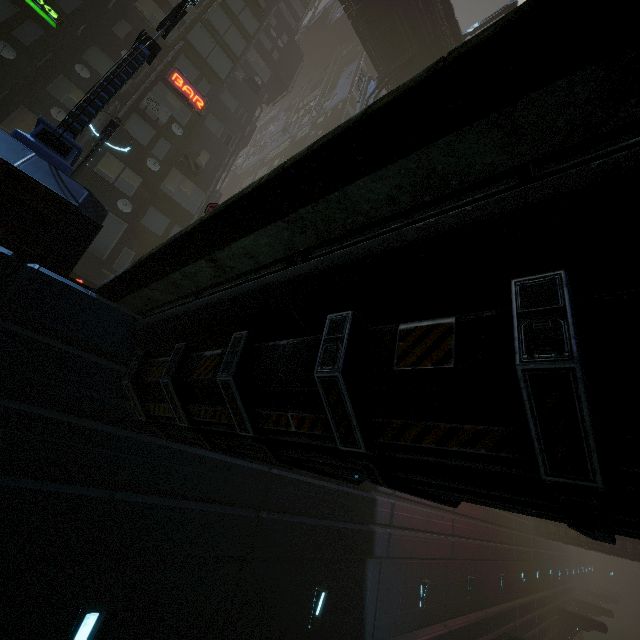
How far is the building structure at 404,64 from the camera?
22.89m

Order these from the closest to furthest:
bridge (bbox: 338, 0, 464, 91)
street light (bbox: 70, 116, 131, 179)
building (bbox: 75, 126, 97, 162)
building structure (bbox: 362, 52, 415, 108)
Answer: street light (bbox: 70, 116, 131, 179)
building (bbox: 75, 126, 97, 162)
bridge (bbox: 338, 0, 464, 91)
building structure (bbox: 362, 52, 415, 108)

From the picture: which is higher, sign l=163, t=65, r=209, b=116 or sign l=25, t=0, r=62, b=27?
sign l=163, t=65, r=209, b=116

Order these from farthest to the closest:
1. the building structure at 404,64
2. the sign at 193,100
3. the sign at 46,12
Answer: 1. the building structure at 404,64
2. the sign at 193,100
3. the sign at 46,12

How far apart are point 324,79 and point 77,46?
31.50m

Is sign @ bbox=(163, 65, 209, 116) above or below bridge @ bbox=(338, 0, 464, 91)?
below

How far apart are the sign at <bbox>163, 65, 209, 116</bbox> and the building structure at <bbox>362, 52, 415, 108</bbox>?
9.99m

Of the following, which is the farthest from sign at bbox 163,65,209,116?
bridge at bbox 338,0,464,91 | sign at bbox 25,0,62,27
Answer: bridge at bbox 338,0,464,91
